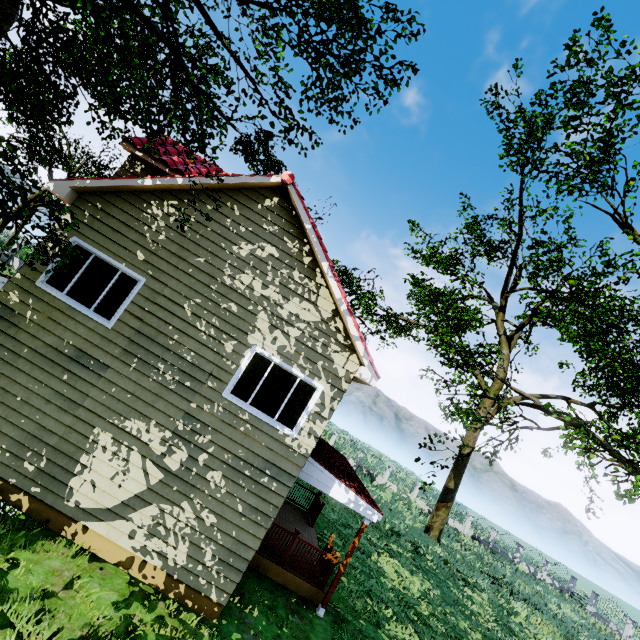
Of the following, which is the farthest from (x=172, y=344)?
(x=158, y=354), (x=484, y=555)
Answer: (x=484, y=555)

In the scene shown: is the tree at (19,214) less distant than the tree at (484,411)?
Yes

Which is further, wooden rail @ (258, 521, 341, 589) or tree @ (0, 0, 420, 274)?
wooden rail @ (258, 521, 341, 589)

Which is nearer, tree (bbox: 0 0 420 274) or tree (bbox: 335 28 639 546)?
tree (bbox: 0 0 420 274)

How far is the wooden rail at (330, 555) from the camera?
9.5m

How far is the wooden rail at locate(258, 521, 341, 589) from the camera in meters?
9.5

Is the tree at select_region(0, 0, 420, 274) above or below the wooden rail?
above
